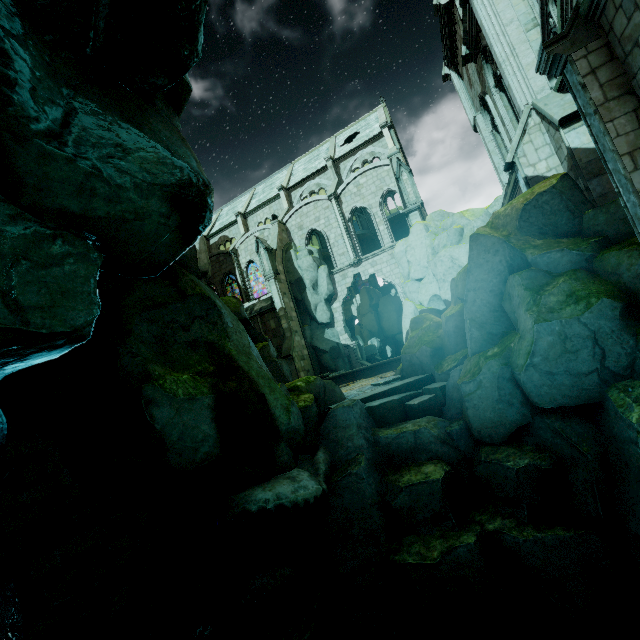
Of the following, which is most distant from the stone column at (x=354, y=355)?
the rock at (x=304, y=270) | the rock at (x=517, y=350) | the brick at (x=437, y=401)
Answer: the brick at (x=437, y=401)

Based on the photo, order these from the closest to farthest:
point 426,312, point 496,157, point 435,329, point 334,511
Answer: point 334,511 → point 435,329 → point 496,157 → point 426,312

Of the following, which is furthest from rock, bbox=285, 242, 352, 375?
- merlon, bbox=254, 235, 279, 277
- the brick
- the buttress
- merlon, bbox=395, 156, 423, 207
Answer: the brick

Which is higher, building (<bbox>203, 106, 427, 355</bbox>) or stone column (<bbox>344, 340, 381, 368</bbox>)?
building (<bbox>203, 106, 427, 355</bbox>)

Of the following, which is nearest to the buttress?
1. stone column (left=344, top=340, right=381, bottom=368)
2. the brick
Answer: stone column (left=344, top=340, right=381, bottom=368)

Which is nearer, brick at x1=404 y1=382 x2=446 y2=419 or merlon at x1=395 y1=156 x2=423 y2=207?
brick at x1=404 y1=382 x2=446 y2=419

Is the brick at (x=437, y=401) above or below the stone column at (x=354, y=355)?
below

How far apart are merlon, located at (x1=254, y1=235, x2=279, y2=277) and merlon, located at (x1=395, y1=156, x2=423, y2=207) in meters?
11.0 m
